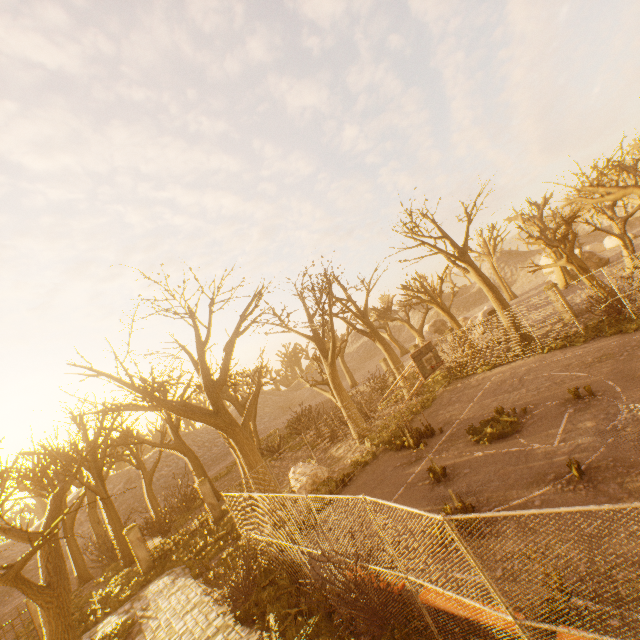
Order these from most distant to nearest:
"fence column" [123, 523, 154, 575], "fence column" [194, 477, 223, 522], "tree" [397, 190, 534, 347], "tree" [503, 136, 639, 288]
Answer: "tree" [397, 190, 534, 347] → "fence column" [194, 477, 223, 522] → "fence column" [123, 523, 154, 575] → "tree" [503, 136, 639, 288]

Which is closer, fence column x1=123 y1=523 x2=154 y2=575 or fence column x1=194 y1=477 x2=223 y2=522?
fence column x1=123 y1=523 x2=154 y2=575

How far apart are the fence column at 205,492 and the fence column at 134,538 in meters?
3.3

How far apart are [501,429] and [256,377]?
17.33m

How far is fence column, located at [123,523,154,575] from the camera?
16.64m

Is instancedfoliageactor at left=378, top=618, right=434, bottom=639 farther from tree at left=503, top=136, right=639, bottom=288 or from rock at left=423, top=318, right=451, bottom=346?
rock at left=423, top=318, right=451, bottom=346

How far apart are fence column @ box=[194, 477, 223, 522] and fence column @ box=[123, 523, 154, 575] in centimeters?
330cm

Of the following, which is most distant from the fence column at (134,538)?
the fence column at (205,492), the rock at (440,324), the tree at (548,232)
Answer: the rock at (440,324)
